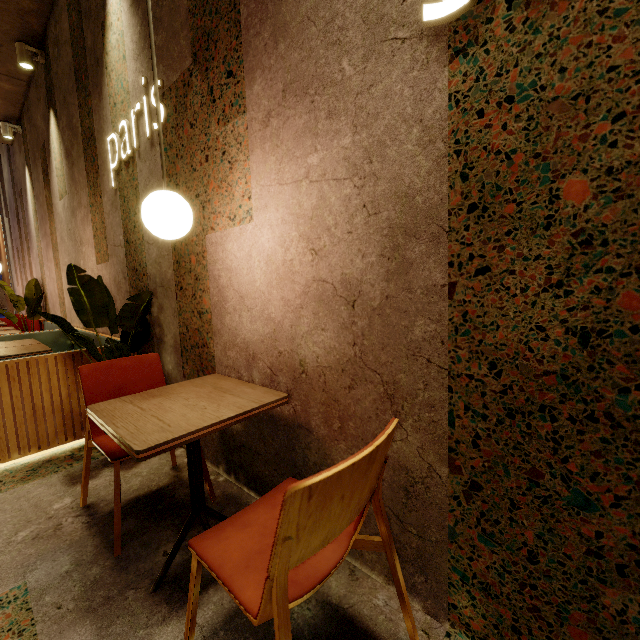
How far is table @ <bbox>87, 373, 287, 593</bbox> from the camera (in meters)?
1.10

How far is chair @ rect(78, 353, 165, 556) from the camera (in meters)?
1.57

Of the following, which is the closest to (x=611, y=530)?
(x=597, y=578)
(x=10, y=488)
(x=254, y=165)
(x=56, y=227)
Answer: (x=597, y=578)

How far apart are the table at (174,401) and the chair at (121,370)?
0.3m

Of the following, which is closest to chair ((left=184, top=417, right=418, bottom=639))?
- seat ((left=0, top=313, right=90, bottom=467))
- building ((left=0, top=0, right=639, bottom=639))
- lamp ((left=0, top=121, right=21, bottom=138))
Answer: building ((left=0, top=0, right=639, bottom=639))

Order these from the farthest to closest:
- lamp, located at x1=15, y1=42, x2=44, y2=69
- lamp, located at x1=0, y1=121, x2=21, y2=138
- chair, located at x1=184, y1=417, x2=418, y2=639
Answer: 1. lamp, located at x1=0, y1=121, x2=21, y2=138
2. lamp, located at x1=15, y1=42, x2=44, y2=69
3. chair, located at x1=184, y1=417, x2=418, y2=639

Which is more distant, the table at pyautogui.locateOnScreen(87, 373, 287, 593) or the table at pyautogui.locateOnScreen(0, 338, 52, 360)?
the table at pyautogui.locateOnScreen(0, 338, 52, 360)

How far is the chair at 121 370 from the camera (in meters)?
1.57
